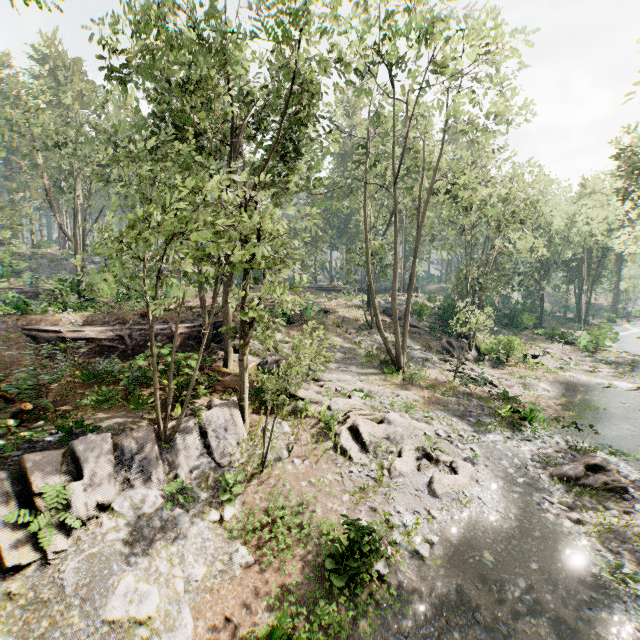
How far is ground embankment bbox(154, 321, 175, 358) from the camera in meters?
12.8 m

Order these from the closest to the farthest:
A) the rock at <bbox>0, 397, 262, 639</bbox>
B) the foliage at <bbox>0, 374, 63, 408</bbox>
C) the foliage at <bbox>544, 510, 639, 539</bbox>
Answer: the rock at <bbox>0, 397, 262, 639</bbox> < the foliage at <bbox>544, 510, 639, 539</bbox> < the foliage at <bbox>0, 374, 63, 408</bbox>

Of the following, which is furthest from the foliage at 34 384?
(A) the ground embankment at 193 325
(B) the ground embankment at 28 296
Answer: (B) the ground embankment at 28 296

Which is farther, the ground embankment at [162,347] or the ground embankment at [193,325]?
the ground embankment at [193,325]

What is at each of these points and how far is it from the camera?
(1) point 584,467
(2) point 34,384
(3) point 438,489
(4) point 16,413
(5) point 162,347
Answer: (1) foliage, 13.1m
(2) foliage, 11.8m
(3) foliage, 11.3m
(4) foliage, 9.7m
(5) ground embankment, 20.6m

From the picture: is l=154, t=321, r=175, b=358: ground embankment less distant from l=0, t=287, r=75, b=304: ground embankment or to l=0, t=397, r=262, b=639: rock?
l=0, t=397, r=262, b=639: rock

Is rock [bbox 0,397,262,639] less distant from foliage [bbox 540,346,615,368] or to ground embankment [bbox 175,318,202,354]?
foliage [bbox 540,346,615,368]
